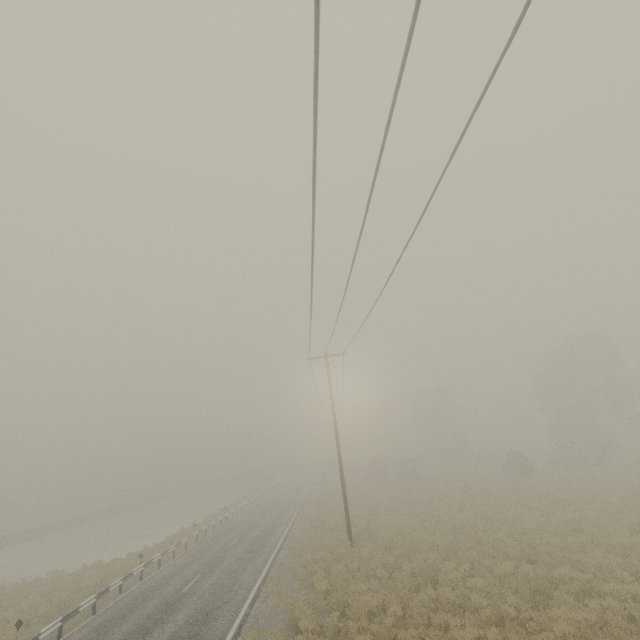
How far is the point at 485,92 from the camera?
4.9m
